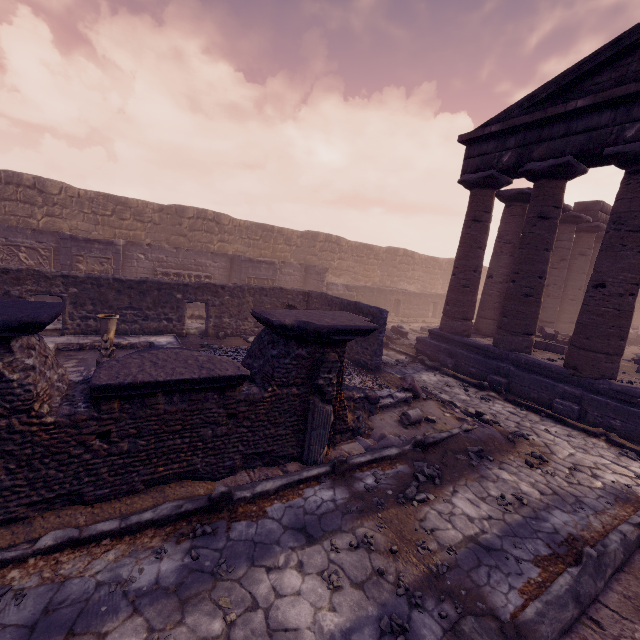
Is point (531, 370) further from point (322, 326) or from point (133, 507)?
point (133, 507)

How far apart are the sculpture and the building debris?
12.1 meters

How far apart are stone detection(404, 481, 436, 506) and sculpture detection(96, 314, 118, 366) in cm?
593

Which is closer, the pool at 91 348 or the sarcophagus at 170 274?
the pool at 91 348

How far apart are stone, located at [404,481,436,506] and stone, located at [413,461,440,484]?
0.1m

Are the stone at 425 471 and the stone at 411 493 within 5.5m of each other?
yes

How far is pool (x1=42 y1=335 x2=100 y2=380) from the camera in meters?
6.9

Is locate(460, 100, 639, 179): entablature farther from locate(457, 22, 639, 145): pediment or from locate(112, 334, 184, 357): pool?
locate(112, 334, 184, 357): pool
